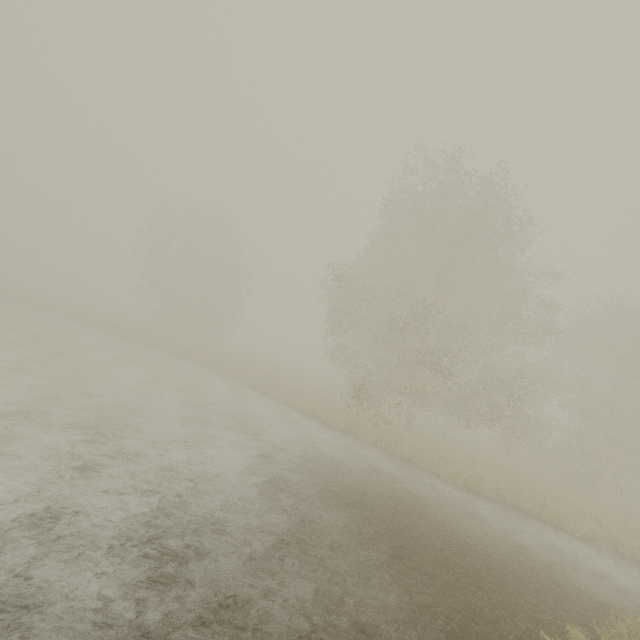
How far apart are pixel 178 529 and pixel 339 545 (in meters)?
3.29
